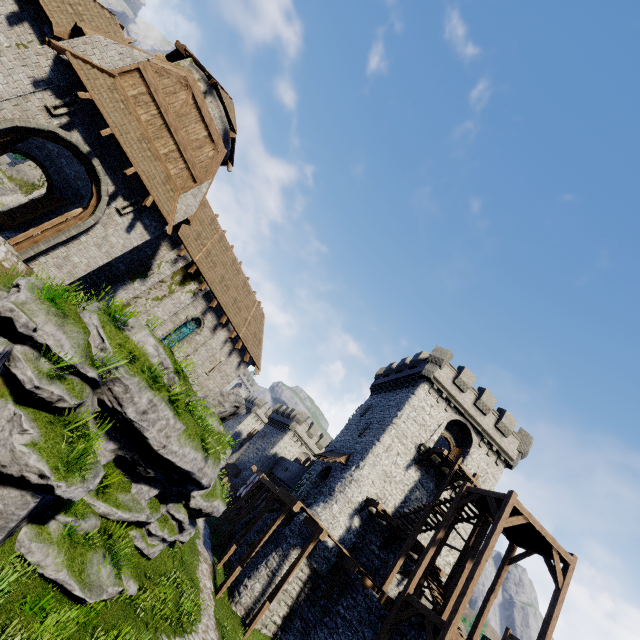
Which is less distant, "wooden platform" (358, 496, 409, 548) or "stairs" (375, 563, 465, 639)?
"stairs" (375, 563, 465, 639)

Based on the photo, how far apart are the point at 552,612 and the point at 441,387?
14.85m

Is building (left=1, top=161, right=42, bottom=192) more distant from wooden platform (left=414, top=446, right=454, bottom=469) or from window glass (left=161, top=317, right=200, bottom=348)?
wooden platform (left=414, top=446, right=454, bottom=469)

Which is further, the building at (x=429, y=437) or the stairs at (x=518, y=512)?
the building at (x=429, y=437)

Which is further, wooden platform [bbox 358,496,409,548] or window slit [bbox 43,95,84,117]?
wooden platform [bbox 358,496,409,548]

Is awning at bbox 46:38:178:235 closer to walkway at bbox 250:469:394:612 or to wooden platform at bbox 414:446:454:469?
walkway at bbox 250:469:394:612

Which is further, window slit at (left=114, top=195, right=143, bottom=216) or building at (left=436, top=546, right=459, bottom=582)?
building at (left=436, top=546, right=459, bottom=582)

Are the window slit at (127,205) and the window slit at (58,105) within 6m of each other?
yes
